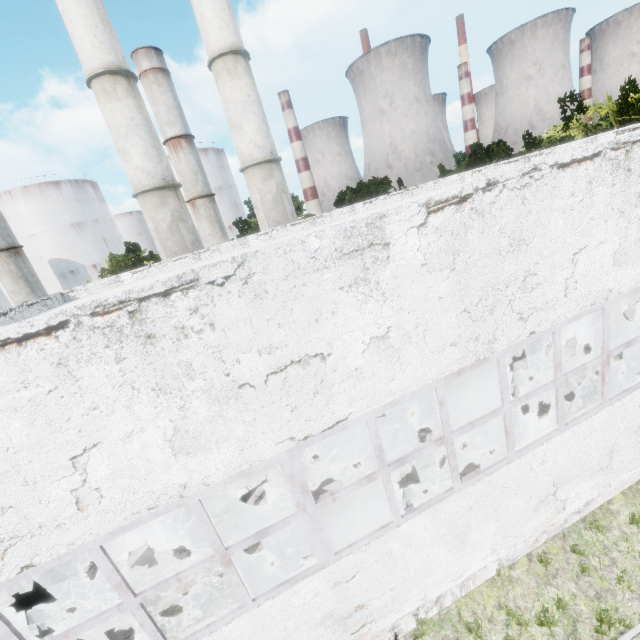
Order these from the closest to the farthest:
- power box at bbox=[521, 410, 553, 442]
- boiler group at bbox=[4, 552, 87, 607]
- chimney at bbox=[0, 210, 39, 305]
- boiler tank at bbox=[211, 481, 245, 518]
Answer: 1. power box at bbox=[521, 410, 553, 442]
2. boiler group at bbox=[4, 552, 87, 607]
3. boiler tank at bbox=[211, 481, 245, 518]
4. chimney at bbox=[0, 210, 39, 305]

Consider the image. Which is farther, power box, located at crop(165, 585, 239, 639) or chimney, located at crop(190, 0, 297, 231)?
chimney, located at crop(190, 0, 297, 231)

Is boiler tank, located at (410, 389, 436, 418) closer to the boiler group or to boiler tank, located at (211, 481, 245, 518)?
boiler tank, located at (211, 481, 245, 518)

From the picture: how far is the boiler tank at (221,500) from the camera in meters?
10.1

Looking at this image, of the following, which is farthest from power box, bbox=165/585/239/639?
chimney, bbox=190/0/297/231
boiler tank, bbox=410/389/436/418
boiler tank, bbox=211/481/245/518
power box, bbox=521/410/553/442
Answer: chimney, bbox=190/0/297/231

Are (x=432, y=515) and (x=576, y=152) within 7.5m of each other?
yes

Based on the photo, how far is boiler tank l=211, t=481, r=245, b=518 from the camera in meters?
10.1 m

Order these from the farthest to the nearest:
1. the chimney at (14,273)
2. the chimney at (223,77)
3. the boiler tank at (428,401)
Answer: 1. the chimney at (14,273)
2. the chimney at (223,77)
3. the boiler tank at (428,401)
